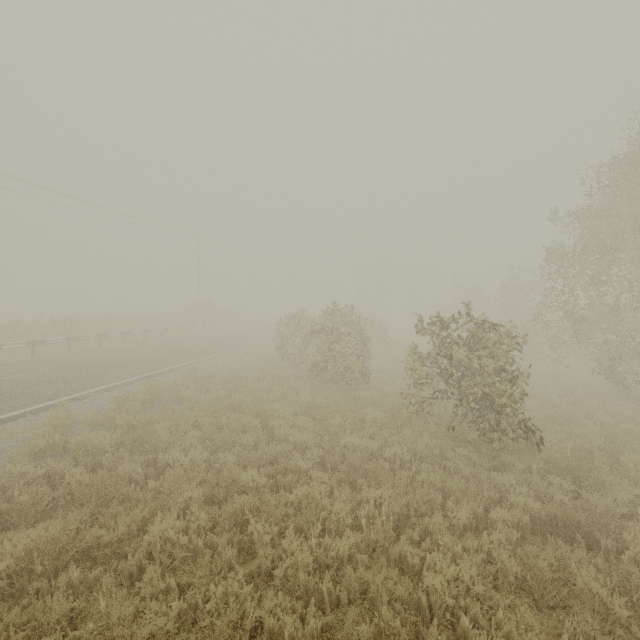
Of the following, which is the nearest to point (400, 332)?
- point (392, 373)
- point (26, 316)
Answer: point (392, 373)

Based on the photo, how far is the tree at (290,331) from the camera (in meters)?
13.34

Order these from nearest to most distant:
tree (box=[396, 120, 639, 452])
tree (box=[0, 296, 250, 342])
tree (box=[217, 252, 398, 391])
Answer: tree (box=[396, 120, 639, 452]), tree (box=[217, 252, 398, 391]), tree (box=[0, 296, 250, 342])

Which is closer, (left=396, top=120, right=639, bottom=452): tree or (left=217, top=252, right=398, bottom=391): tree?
(left=396, top=120, right=639, bottom=452): tree

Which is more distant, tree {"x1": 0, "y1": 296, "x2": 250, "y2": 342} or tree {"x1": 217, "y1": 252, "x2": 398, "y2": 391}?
tree {"x1": 0, "y1": 296, "x2": 250, "y2": 342}

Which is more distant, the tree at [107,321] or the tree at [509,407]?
the tree at [107,321]

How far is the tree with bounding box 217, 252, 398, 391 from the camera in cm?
1334
